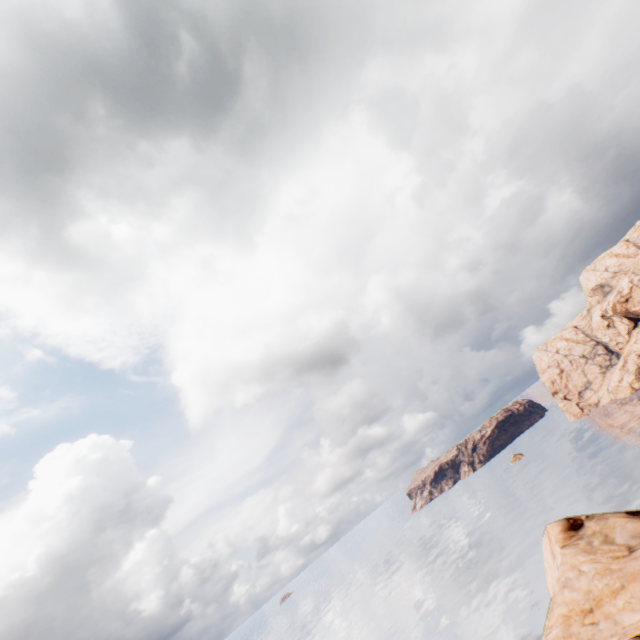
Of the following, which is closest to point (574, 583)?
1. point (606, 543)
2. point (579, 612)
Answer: point (579, 612)
